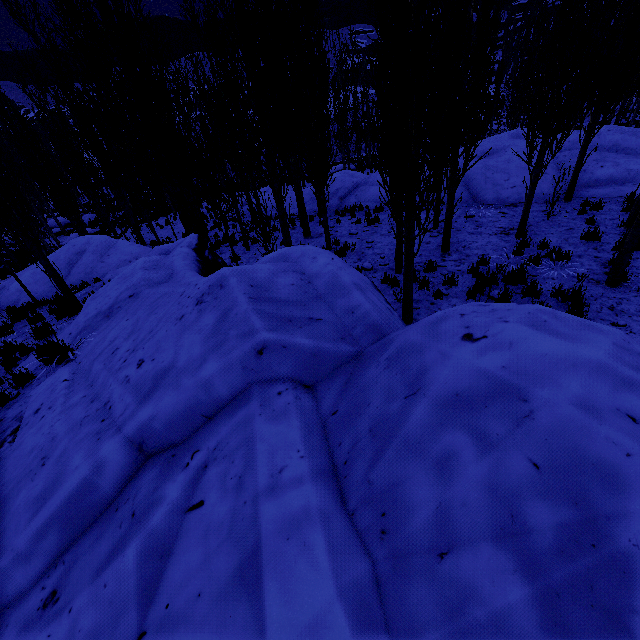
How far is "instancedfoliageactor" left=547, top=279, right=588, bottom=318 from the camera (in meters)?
5.60

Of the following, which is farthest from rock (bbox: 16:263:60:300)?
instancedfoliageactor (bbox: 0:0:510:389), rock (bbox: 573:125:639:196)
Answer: rock (bbox: 573:125:639:196)

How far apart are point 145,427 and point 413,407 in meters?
2.2

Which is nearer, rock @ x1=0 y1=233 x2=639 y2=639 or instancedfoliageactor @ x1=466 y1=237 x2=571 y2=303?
rock @ x1=0 y1=233 x2=639 y2=639

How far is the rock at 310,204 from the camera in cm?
1758

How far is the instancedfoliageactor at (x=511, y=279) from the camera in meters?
6.2 m

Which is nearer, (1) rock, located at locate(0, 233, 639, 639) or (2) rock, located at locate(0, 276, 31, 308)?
(1) rock, located at locate(0, 233, 639, 639)

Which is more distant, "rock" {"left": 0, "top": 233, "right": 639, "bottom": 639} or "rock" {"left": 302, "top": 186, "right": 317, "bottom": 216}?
"rock" {"left": 302, "top": 186, "right": 317, "bottom": 216}
